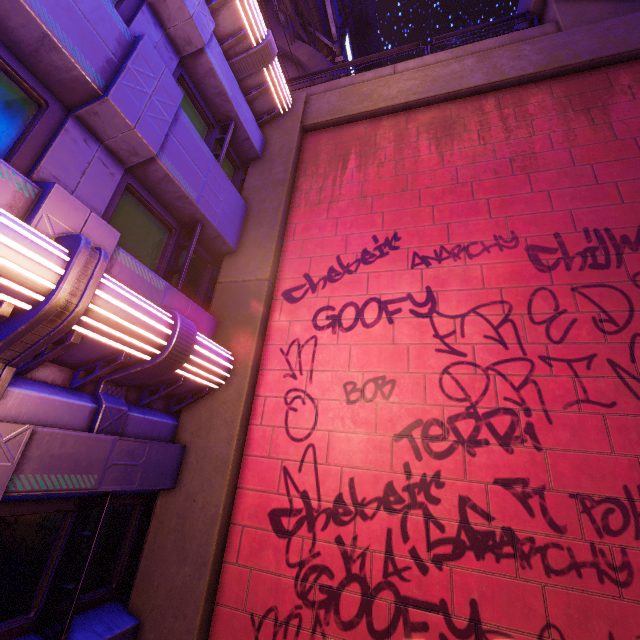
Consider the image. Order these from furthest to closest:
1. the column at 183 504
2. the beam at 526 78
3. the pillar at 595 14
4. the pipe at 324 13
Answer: the pipe at 324 13 < the pillar at 595 14 < the beam at 526 78 < the column at 183 504

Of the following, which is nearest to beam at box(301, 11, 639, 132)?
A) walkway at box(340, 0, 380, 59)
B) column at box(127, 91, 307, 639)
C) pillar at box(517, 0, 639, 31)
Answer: column at box(127, 91, 307, 639)

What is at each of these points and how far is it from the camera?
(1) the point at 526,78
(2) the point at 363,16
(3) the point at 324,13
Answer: (1) beam, 7.1 meters
(2) walkway, 25.7 meters
(3) pipe, 22.5 meters

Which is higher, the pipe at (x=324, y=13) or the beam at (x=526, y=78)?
the pipe at (x=324, y=13)

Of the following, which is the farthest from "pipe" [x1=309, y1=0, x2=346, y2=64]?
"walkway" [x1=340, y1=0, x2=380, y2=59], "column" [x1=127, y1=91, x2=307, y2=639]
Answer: "column" [x1=127, y1=91, x2=307, y2=639]

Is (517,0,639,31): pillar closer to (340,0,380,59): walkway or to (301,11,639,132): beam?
(301,11,639,132): beam

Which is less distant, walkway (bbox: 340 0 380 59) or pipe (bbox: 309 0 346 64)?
pipe (bbox: 309 0 346 64)

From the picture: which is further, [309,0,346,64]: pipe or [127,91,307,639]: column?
[309,0,346,64]: pipe
